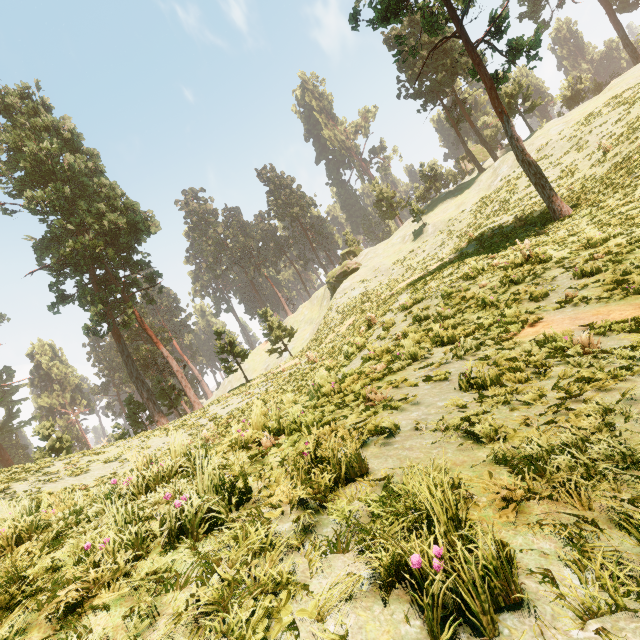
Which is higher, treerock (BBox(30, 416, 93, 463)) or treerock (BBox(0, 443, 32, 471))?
treerock (BBox(0, 443, 32, 471))

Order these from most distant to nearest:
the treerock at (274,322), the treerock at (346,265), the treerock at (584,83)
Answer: the treerock at (584,83) → the treerock at (346,265) → the treerock at (274,322)

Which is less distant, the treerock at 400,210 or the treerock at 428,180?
the treerock at 400,210

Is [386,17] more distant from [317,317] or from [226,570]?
[317,317]

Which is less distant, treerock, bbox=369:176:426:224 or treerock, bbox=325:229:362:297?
treerock, bbox=369:176:426:224

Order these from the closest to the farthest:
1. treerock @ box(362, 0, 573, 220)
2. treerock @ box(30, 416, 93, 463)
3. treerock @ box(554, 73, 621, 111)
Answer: treerock @ box(362, 0, 573, 220) → treerock @ box(30, 416, 93, 463) → treerock @ box(554, 73, 621, 111)
